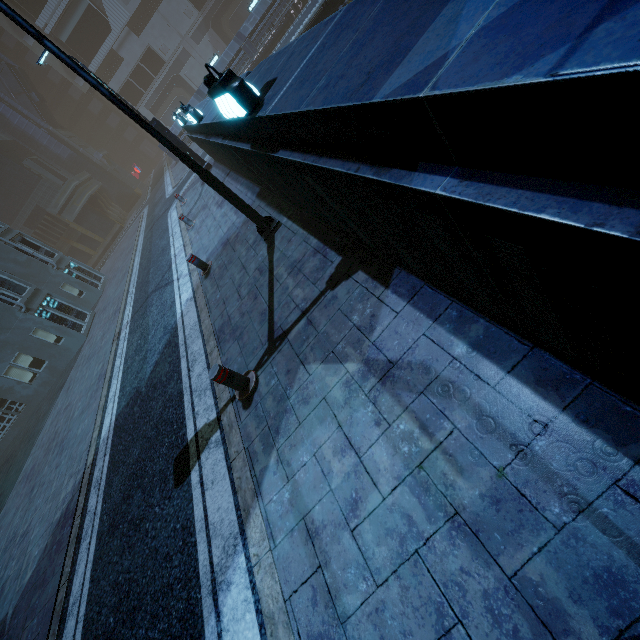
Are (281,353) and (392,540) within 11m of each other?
yes

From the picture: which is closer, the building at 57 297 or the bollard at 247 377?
the bollard at 247 377

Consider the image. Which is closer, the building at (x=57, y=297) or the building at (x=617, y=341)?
the building at (x=617, y=341)

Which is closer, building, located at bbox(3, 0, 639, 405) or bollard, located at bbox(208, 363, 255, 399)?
building, located at bbox(3, 0, 639, 405)

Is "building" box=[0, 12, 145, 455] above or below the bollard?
above

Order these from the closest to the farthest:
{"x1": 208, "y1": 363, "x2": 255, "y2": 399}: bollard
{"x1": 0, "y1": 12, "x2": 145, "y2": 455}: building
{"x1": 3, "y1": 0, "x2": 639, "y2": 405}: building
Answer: {"x1": 3, "y1": 0, "x2": 639, "y2": 405}: building → {"x1": 208, "y1": 363, "x2": 255, "y2": 399}: bollard → {"x1": 0, "y1": 12, "x2": 145, "y2": 455}: building

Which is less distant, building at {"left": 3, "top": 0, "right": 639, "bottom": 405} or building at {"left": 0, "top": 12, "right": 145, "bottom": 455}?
building at {"left": 3, "top": 0, "right": 639, "bottom": 405}
